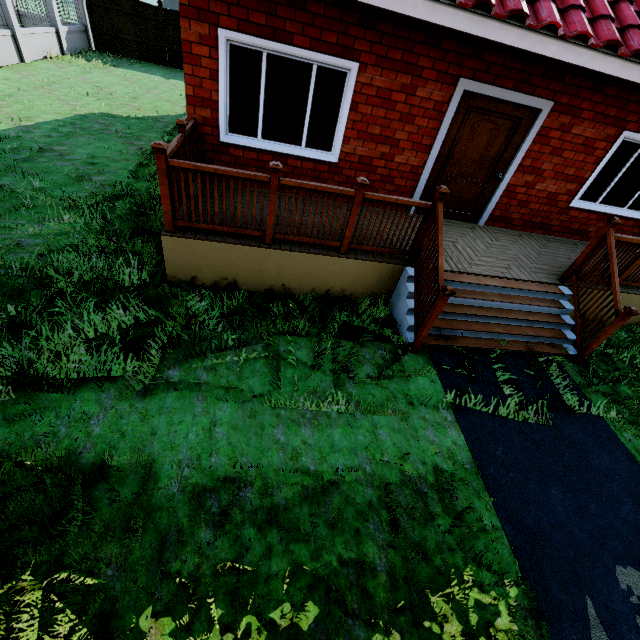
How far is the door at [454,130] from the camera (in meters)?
5.38

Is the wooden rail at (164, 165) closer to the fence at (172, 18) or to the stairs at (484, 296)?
the stairs at (484, 296)

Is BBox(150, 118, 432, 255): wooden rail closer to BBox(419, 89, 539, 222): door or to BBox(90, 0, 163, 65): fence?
BBox(419, 89, 539, 222): door

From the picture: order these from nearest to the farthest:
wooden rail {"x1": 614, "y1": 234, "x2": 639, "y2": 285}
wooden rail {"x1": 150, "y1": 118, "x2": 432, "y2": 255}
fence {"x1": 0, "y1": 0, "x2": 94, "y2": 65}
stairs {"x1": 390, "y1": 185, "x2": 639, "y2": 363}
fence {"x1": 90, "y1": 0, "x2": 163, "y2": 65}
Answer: wooden rail {"x1": 150, "y1": 118, "x2": 432, "y2": 255}
stairs {"x1": 390, "y1": 185, "x2": 639, "y2": 363}
wooden rail {"x1": 614, "y1": 234, "x2": 639, "y2": 285}
fence {"x1": 0, "y1": 0, "x2": 94, "y2": 65}
fence {"x1": 90, "y1": 0, "x2": 163, "y2": 65}

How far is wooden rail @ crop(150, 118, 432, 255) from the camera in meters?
3.8 m

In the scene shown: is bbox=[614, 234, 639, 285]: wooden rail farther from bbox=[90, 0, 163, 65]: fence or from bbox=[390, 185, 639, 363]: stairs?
bbox=[90, 0, 163, 65]: fence

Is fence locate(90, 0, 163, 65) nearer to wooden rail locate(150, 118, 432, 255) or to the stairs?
the stairs

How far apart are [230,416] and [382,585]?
2.00m
